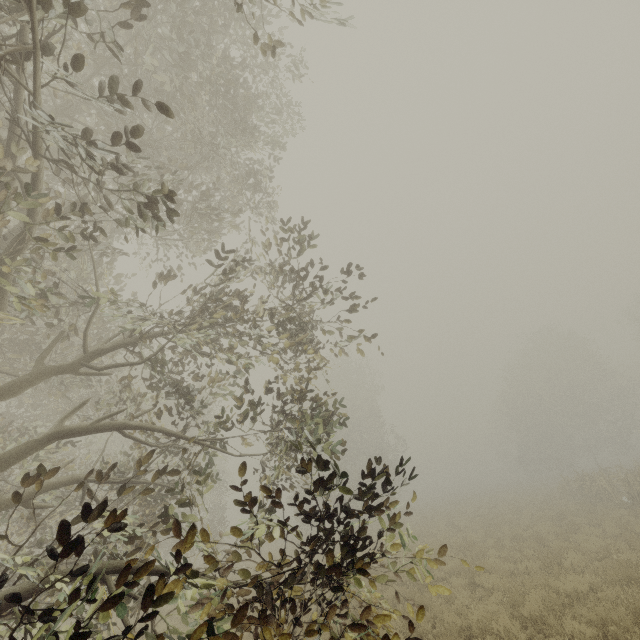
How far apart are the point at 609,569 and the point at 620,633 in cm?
307
